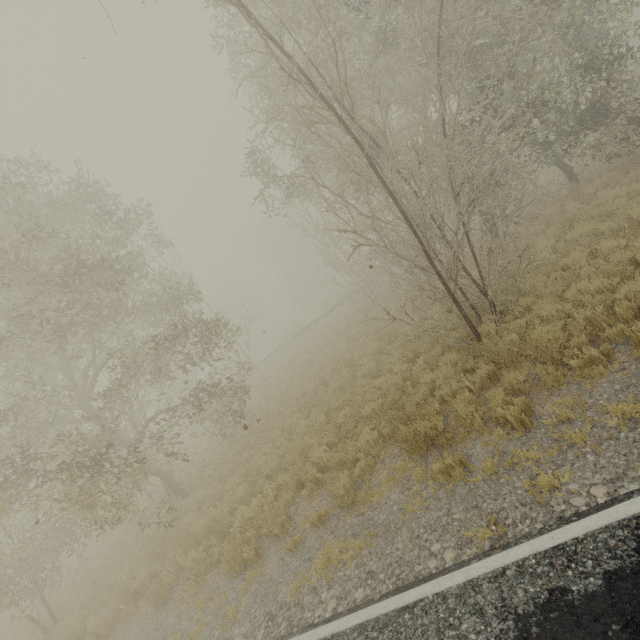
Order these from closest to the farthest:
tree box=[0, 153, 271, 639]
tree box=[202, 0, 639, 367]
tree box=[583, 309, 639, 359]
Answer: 1. tree box=[583, 309, 639, 359]
2. tree box=[202, 0, 639, 367]
3. tree box=[0, 153, 271, 639]

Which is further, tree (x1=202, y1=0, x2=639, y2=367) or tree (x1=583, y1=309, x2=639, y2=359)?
tree (x1=202, y1=0, x2=639, y2=367)

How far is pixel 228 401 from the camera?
14.2 meters

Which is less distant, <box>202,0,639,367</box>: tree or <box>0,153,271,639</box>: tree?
<box>202,0,639,367</box>: tree

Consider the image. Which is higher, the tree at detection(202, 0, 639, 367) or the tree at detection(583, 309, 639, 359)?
the tree at detection(202, 0, 639, 367)

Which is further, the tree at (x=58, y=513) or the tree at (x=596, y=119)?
the tree at (x=58, y=513)
